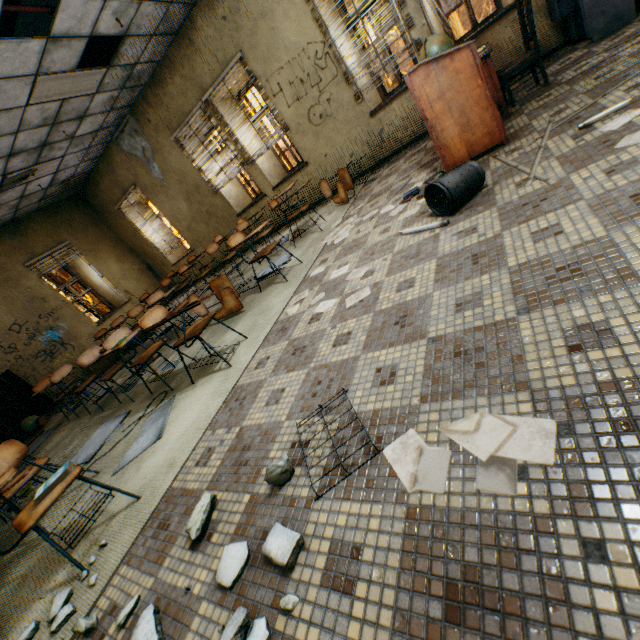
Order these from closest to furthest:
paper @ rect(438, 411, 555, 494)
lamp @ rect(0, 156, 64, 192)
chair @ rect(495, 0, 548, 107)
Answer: paper @ rect(438, 411, 555, 494)
chair @ rect(495, 0, 548, 107)
lamp @ rect(0, 156, 64, 192)

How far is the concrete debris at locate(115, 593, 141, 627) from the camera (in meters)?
1.36

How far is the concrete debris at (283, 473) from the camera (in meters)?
1.41

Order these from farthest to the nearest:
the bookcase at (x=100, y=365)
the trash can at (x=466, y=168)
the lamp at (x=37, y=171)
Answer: the bookcase at (x=100, y=365)
the lamp at (x=37, y=171)
the trash can at (x=466, y=168)

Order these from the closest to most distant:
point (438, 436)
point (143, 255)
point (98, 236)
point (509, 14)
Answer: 1. point (438, 436)
2. point (509, 14)
3. point (98, 236)
4. point (143, 255)

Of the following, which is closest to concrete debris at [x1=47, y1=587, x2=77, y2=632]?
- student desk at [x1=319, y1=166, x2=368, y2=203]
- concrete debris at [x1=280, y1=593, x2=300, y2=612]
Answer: concrete debris at [x1=280, y1=593, x2=300, y2=612]

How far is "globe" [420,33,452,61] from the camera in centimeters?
349cm

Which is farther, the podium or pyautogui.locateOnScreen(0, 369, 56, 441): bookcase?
pyautogui.locateOnScreen(0, 369, 56, 441): bookcase
